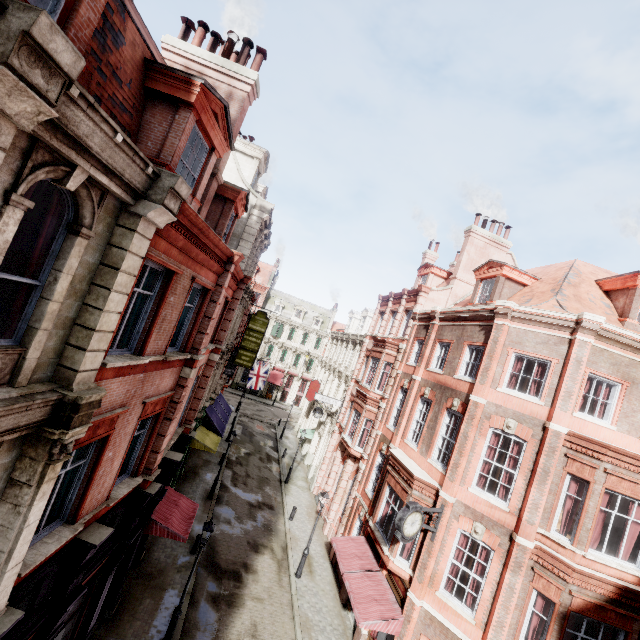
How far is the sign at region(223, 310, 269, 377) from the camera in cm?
2399

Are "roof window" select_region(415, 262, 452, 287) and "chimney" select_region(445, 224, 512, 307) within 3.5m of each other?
yes

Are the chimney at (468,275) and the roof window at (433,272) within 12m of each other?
yes

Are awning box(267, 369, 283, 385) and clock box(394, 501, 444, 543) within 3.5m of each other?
no

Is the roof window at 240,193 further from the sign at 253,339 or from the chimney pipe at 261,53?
the sign at 253,339

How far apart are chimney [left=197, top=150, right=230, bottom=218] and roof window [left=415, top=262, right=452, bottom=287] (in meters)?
16.83

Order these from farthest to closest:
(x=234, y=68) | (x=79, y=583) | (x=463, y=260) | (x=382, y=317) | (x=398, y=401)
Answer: (x=382, y=317)
(x=463, y=260)
(x=398, y=401)
(x=234, y=68)
(x=79, y=583)

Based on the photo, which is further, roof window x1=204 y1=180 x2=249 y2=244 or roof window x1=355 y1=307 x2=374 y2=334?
roof window x1=355 y1=307 x2=374 y2=334
